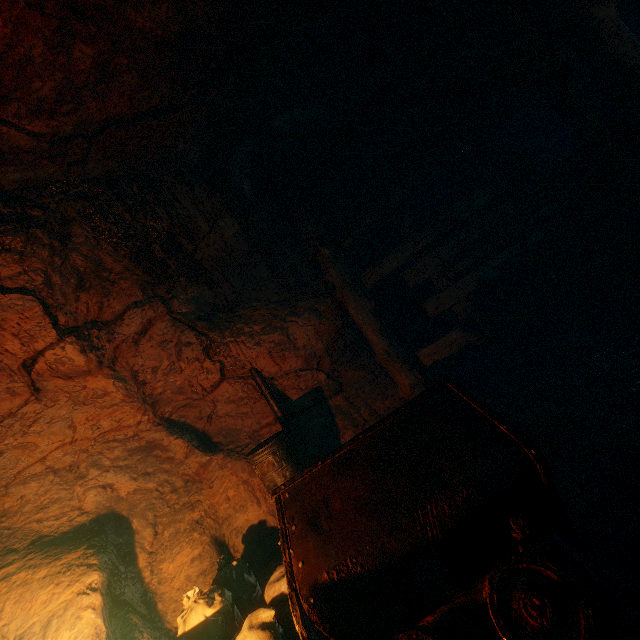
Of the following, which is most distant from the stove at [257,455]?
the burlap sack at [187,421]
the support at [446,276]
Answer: the support at [446,276]

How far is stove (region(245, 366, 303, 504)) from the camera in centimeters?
Answer: 387cm

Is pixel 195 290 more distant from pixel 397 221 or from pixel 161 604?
pixel 161 604

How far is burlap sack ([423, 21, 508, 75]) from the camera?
4.1 meters

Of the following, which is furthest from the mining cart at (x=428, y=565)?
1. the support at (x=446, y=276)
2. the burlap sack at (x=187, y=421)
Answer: the support at (x=446, y=276)

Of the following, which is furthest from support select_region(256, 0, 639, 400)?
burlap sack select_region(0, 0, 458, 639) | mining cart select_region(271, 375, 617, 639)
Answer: mining cart select_region(271, 375, 617, 639)

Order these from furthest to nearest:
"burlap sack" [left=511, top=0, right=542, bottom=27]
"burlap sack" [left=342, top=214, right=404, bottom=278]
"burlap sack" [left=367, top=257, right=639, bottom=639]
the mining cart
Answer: "burlap sack" [left=342, top=214, right=404, bottom=278] → "burlap sack" [left=511, top=0, right=542, bottom=27] → "burlap sack" [left=367, top=257, right=639, bottom=639] → the mining cart
